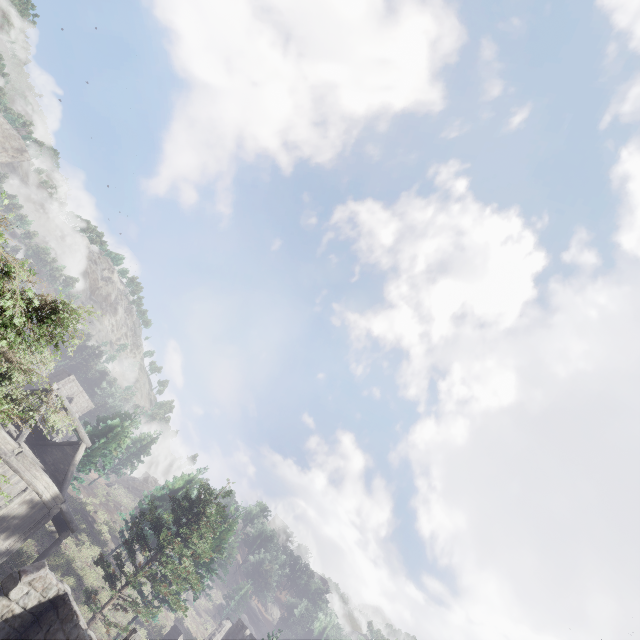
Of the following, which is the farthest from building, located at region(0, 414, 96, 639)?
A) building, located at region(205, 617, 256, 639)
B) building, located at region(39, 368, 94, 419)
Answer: building, located at region(39, 368, 94, 419)

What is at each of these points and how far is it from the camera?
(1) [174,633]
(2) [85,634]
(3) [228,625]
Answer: (1) building, 30.3m
(2) building, 9.1m
(3) building, 37.6m

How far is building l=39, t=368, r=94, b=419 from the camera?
22.8 meters

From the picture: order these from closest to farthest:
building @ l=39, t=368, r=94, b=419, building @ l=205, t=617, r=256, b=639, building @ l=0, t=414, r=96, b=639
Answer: building @ l=0, t=414, r=96, b=639 → building @ l=39, t=368, r=94, b=419 → building @ l=205, t=617, r=256, b=639

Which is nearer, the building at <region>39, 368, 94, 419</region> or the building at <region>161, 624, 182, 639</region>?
the building at <region>39, 368, 94, 419</region>

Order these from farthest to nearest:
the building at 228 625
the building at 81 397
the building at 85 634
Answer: the building at 228 625, the building at 81 397, the building at 85 634

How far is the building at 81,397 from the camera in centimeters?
2279cm
